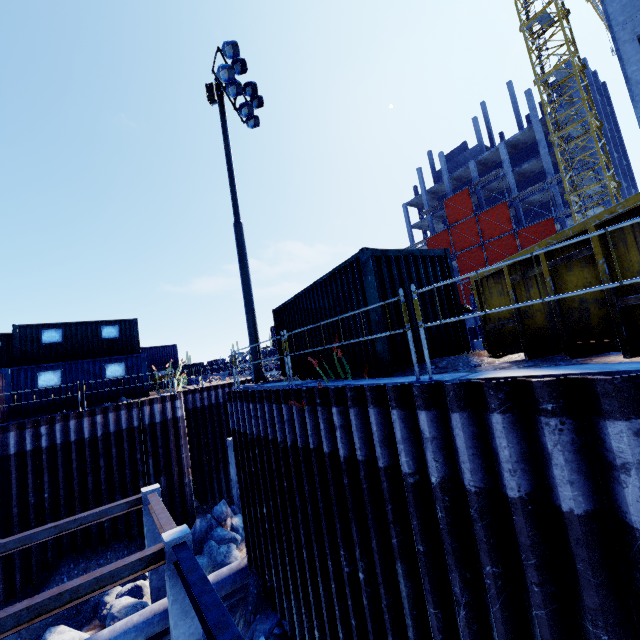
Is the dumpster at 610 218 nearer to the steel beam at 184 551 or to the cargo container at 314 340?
the cargo container at 314 340

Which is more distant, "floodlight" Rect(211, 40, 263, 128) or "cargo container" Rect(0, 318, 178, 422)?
"cargo container" Rect(0, 318, 178, 422)

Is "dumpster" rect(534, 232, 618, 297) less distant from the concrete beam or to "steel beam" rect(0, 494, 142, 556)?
the concrete beam

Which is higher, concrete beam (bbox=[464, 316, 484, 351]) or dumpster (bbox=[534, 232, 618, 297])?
dumpster (bbox=[534, 232, 618, 297])

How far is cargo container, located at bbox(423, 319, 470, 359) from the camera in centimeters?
686cm

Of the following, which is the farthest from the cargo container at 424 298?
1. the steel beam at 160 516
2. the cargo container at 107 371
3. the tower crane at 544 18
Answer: the tower crane at 544 18

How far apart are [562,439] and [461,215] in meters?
46.2 m

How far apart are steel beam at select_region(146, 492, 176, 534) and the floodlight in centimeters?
1451cm
